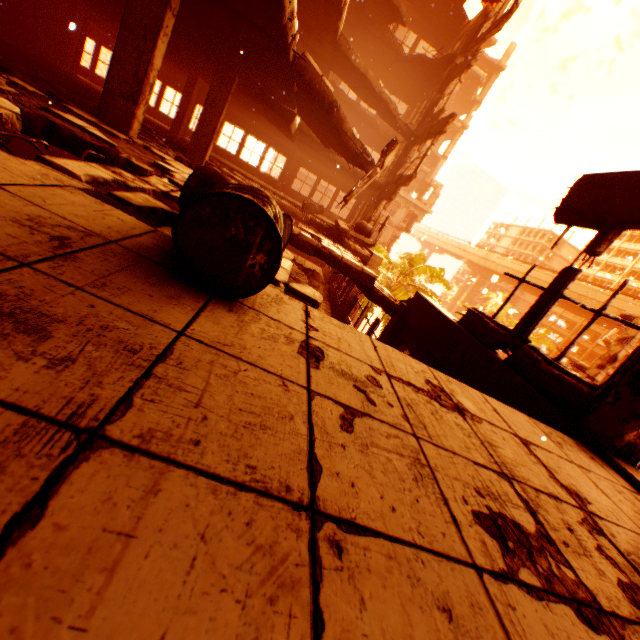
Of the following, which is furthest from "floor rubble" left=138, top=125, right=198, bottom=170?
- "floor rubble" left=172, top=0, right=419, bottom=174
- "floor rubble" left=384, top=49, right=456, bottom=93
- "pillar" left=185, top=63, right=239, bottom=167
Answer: "floor rubble" left=384, top=49, right=456, bottom=93

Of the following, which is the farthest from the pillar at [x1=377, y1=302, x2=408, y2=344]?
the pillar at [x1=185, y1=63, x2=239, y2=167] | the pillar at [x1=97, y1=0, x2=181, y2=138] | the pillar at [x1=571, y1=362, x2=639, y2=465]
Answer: the pillar at [x1=185, y1=63, x2=239, y2=167]

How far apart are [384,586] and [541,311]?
4.70m

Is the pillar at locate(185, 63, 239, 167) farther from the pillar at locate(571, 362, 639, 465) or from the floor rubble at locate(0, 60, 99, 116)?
the pillar at locate(571, 362, 639, 465)

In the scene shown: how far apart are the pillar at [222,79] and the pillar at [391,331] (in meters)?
8.08

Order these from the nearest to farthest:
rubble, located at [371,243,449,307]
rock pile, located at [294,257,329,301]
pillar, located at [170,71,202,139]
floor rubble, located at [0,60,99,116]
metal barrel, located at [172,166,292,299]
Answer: metal barrel, located at [172,166,292,299]
floor rubble, located at [0,60,99,116]
pillar, located at [170,71,202,139]
rock pile, located at [294,257,329,301]
rubble, located at [371,243,449,307]

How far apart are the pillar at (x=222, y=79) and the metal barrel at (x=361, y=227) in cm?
591

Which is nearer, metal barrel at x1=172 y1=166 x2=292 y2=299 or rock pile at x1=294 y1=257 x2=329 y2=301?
metal barrel at x1=172 y1=166 x2=292 y2=299
